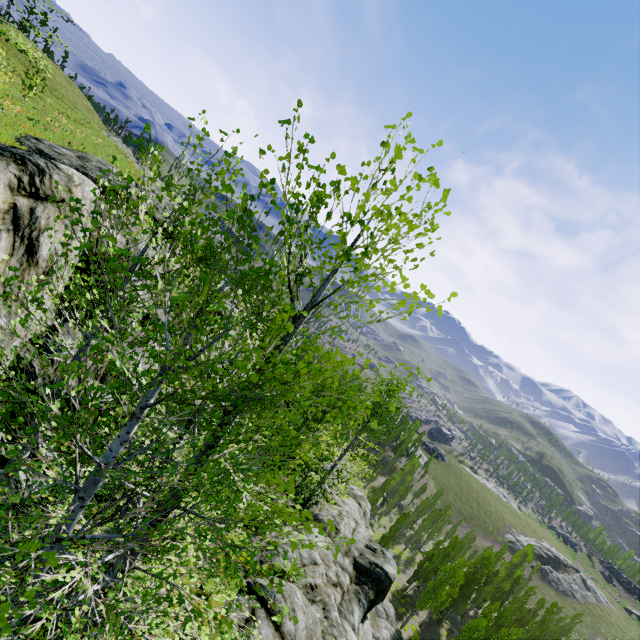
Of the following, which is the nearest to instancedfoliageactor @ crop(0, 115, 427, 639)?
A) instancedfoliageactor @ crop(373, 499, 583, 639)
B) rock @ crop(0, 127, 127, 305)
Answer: rock @ crop(0, 127, 127, 305)

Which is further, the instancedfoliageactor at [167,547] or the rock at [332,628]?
the rock at [332,628]

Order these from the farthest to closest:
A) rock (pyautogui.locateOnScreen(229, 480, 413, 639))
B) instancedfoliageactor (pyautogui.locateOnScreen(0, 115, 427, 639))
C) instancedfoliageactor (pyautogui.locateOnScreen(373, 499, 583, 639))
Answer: instancedfoliageactor (pyautogui.locateOnScreen(373, 499, 583, 639)) < rock (pyautogui.locateOnScreen(229, 480, 413, 639)) < instancedfoliageactor (pyautogui.locateOnScreen(0, 115, 427, 639))

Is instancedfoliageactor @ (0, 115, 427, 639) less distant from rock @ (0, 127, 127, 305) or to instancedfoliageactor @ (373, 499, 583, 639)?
rock @ (0, 127, 127, 305)

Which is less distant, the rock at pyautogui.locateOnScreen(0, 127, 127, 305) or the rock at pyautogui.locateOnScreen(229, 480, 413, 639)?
the rock at pyautogui.locateOnScreen(0, 127, 127, 305)

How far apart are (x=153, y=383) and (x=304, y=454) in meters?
2.2

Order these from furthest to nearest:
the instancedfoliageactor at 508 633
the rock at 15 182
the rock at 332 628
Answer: the instancedfoliageactor at 508 633 → the rock at 332 628 → the rock at 15 182
